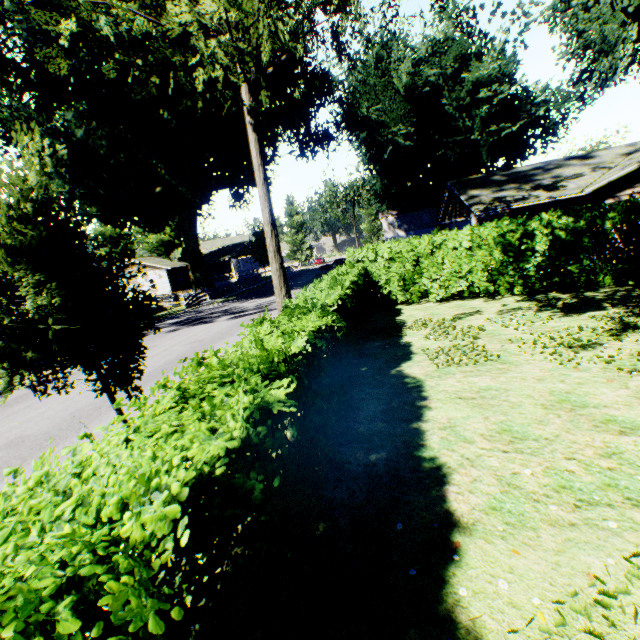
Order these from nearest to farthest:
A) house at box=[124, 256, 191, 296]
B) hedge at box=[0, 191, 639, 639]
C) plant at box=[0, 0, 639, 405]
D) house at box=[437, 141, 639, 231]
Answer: hedge at box=[0, 191, 639, 639]
plant at box=[0, 0, 639, 405]
house at box=[437, 141, 639, 231]
house at box=[124, 256, 191, 296]

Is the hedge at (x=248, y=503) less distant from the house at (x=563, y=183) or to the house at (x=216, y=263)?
the house at (x=563, y=183)

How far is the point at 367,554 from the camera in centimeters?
338cm

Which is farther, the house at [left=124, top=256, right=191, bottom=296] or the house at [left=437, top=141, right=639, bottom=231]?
the house at [left=124, top=256, right=191, bottom=296]

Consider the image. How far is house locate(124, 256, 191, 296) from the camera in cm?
4403

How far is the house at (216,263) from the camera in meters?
52.8 m

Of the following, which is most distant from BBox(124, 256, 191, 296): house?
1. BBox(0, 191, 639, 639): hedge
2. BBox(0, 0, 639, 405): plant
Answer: BBox(0, 191, 639, 639): hedge
